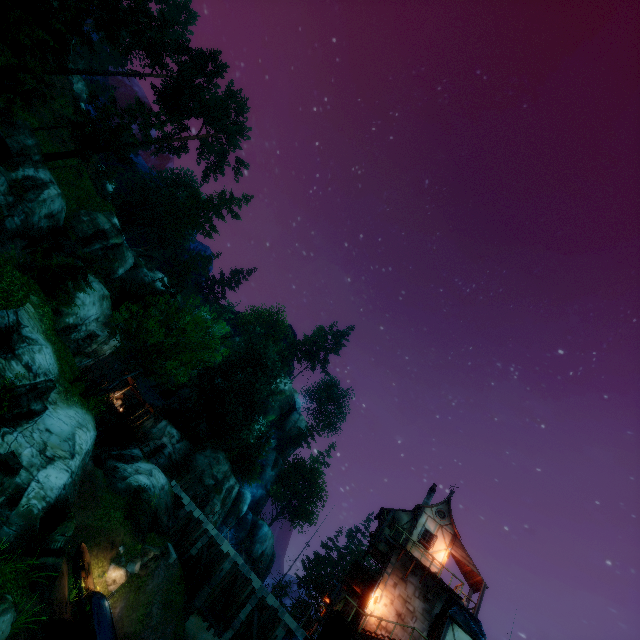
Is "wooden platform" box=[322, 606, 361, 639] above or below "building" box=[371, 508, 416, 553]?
below

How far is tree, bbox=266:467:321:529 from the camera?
55.2 meters

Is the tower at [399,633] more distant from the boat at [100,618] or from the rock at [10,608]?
the rock at [10,608]

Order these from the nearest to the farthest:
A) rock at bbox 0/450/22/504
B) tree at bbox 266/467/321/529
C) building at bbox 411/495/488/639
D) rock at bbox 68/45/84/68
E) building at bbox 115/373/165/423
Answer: rock at bbox 0/450/22/504, building at bbox 411/495/488/639, building at bbox 115/373/165/423, rock at bbox 68/45/84/68, tree at bbox 266/467/321/529

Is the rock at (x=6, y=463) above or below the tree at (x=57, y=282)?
below

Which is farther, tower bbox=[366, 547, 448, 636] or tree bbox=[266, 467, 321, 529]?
tree bbox=[266, 467, 321, 529]

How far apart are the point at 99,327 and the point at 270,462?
37.1 meters
